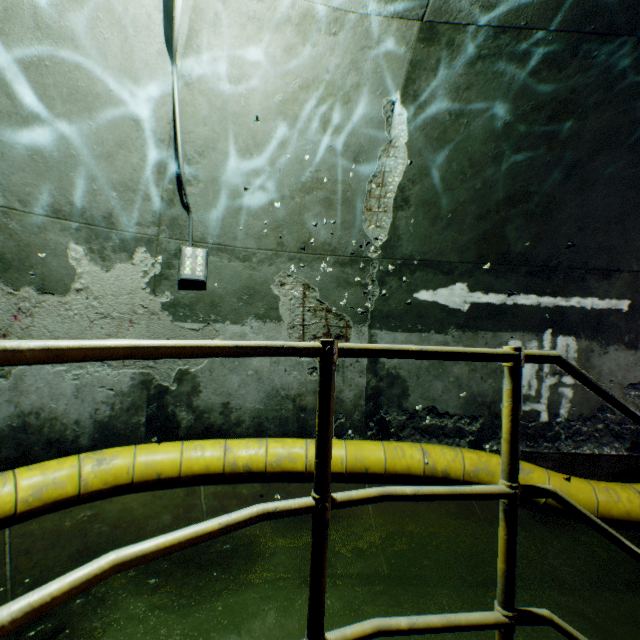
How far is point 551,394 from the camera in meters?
4.4

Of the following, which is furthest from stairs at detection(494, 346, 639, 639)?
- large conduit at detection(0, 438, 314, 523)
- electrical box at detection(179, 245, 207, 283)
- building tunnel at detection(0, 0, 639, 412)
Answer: electrical box at detection(179, 245, 207, 283)

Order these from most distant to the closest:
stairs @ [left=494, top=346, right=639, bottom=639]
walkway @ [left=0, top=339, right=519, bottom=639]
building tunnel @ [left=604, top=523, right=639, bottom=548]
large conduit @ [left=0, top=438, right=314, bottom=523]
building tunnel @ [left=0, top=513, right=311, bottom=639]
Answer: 1. building tunnel @ [left=604, top=523, right=639, bottom=548]
2. large conduit @ [left=0, top=438, right=314, bottom=523]
3. building tunnel @ [left=0, top=513, right=311, bottom=639]
4. stairs @ [left=494, top=346, right=639, bottom=639]
5. walkway @ [left=0, top=339, right=519, bottom=639]

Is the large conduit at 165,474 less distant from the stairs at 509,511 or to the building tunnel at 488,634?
the building tunnel at 488,634

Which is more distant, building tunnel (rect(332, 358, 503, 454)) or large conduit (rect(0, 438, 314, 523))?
building tunnel (rect(332, 358, 503, 454))

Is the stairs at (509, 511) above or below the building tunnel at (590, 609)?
above

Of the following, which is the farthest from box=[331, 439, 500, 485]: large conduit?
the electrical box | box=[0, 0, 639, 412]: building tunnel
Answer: the electrical box
